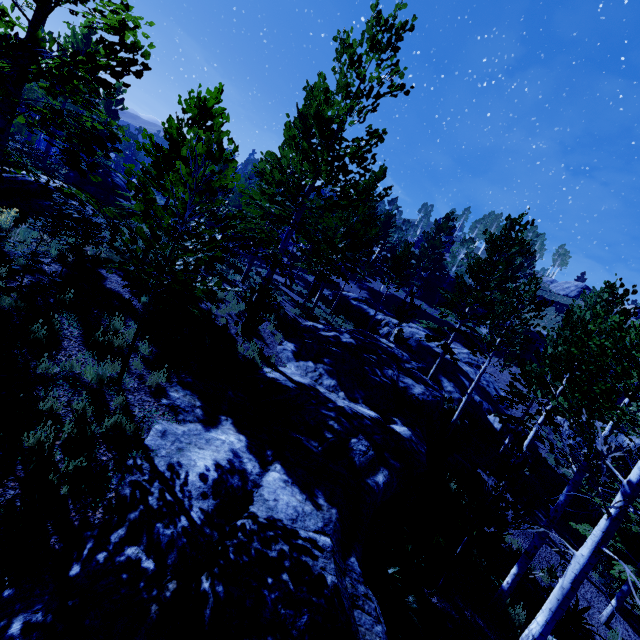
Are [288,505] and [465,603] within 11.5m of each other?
yes

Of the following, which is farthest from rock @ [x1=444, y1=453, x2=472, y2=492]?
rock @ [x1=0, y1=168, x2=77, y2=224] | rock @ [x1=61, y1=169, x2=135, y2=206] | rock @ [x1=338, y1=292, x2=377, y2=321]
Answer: rock @ [x1=61, y1=169, x2=135, y2=206]

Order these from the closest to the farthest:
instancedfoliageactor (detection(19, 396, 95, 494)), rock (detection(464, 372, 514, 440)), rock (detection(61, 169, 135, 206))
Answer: instancedfoliageactor (detection(19, 396, 95, 494))
rock (detection(61, 169, 135, 206))
rock (detection(464, 372, 514, 440))

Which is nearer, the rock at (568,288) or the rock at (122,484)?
the rock at (122,484)

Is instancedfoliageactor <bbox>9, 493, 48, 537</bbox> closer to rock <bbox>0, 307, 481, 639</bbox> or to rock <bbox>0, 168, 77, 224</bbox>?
rock <bbox>0, 307, 481, 639</bbox>

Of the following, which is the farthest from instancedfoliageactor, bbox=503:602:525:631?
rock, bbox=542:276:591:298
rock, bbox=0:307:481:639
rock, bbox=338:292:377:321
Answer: rock, bbox=542:276:591:298

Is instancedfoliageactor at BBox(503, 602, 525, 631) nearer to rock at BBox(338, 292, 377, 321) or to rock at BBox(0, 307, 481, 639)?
rock at BBox(0, 307, 481, 639)

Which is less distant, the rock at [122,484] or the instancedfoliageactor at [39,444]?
the rock at [122,484]
